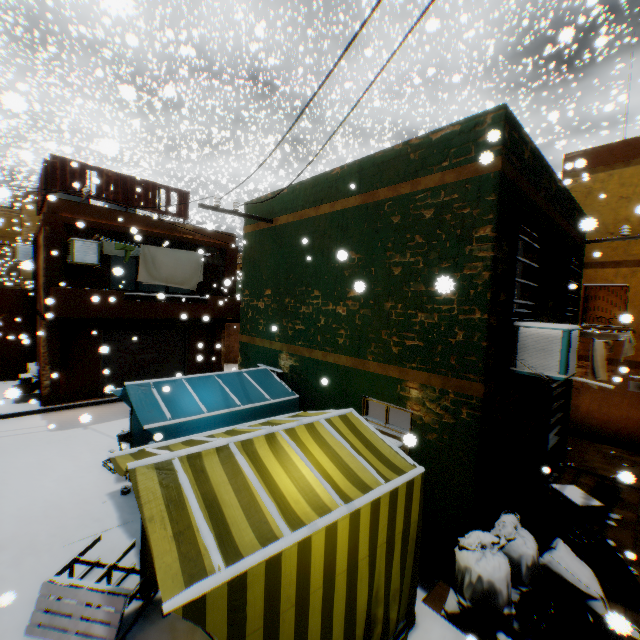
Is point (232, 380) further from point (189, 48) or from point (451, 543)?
point (189, 48)

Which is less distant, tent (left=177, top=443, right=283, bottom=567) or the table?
tent (left=177, top=443, right=283, bottom=567)

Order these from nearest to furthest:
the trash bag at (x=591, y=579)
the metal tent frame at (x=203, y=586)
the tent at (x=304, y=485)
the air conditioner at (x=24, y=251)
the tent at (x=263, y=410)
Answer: the metal tent frame at (x=203, y=586), the tent at (x=304, y=485), the trash bag at (x=591, y=579), the tent at (x=263, y=410), the air conditioner at (x=24, y=251)

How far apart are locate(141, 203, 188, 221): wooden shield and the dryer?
0.5 meters

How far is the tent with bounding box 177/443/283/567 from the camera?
2.7m

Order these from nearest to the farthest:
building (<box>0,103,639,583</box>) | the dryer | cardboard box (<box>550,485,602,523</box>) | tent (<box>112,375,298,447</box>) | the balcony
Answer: building (<box>0,103,639,583</box>), tent (<box>112,375,298,447</box>), cardboard box (<box>550,485,602,523</box>), the balcony, the dryer

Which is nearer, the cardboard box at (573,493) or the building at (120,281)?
the cardboard box at (573,493)

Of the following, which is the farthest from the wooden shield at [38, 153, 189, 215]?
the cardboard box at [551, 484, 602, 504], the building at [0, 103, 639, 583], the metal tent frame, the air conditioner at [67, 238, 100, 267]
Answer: the cardboard box at [551, 484, 602, 504]
